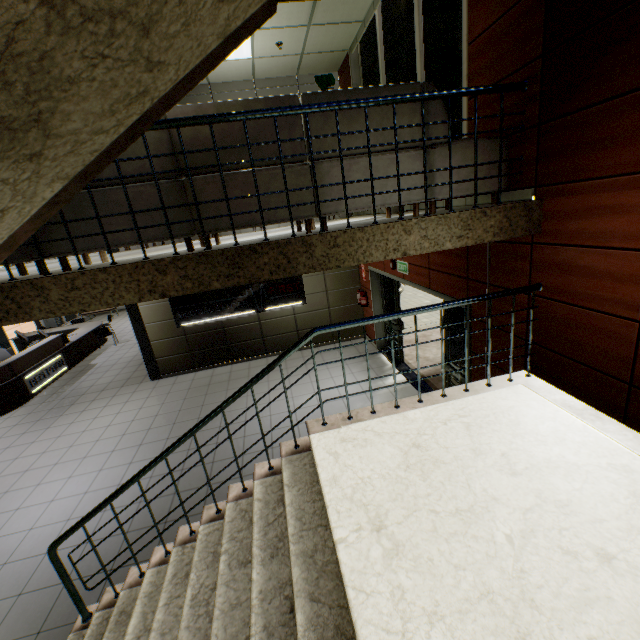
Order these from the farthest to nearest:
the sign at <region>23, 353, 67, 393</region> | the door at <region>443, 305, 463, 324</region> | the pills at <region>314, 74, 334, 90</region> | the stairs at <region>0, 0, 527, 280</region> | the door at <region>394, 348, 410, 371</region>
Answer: the sign at <region>23, 353, 67, 393</region> → the door at <region>394, 348, 410, 371</region> → the pills at <region>314, 74, 334, 90</region> → the door at <region>443, 305, 463, 324</region> → the stairs at <region>0, 0, 527, 280</region>

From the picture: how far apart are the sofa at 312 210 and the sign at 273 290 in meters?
4.9

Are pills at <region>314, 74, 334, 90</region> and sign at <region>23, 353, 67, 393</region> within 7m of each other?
no

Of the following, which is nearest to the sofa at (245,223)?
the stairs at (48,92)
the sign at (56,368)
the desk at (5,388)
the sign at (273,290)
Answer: the stairs at (48,92)

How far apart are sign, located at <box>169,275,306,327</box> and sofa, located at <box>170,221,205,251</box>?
4.9m

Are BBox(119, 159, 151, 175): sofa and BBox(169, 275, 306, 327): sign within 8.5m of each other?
yes

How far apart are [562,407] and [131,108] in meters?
3.9

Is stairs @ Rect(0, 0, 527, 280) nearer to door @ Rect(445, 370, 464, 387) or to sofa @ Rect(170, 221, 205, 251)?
sofa @ Rect(170, 221, 205, 251)
